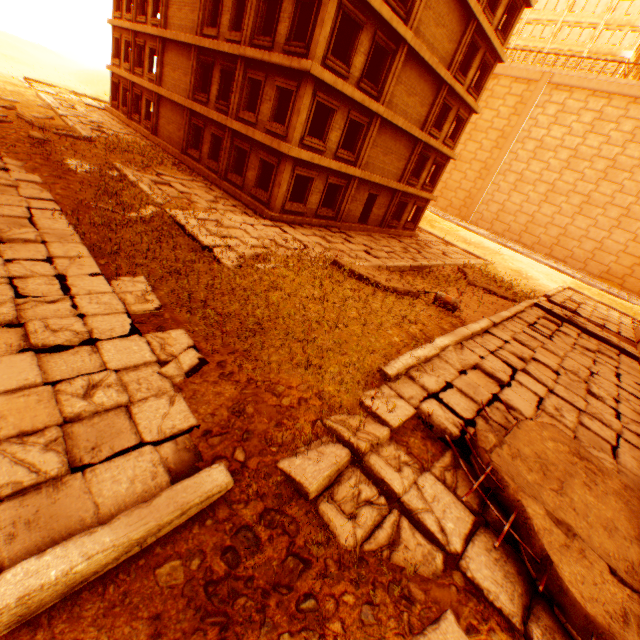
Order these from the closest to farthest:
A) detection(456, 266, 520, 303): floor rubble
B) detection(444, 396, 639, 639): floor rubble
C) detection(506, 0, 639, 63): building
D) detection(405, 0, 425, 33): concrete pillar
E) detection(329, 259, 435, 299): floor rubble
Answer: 1. detection(444, 396, 639, 639): floor rubble
2. detection(329, 259, 435, 299): floor rubble
3. detection(405, 0, 425, 33): concrete pillar
4. detection(456, 266, 520, 303): floor rubble
5. detection(506, 0, 639, 63): building

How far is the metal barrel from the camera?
11.6m

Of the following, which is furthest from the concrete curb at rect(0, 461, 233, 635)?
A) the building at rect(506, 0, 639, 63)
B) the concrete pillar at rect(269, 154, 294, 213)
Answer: the building at rect(506, 0, 639, 63)

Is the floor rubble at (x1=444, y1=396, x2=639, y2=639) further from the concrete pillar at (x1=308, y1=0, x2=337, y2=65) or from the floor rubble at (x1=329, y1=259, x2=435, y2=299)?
the concrete pillar at (x1=308, y1=0, x2=337, y2=65)

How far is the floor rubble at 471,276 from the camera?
17.86m

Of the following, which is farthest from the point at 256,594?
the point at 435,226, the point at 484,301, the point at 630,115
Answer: the point at 630,115

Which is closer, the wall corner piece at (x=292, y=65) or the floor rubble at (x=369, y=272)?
the floor rubble at (x=369, y=272)

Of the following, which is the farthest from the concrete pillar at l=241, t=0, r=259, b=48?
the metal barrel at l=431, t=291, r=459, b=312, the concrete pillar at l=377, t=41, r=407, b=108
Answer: the metal barrel at l=431, t=291, r=459, b=312
